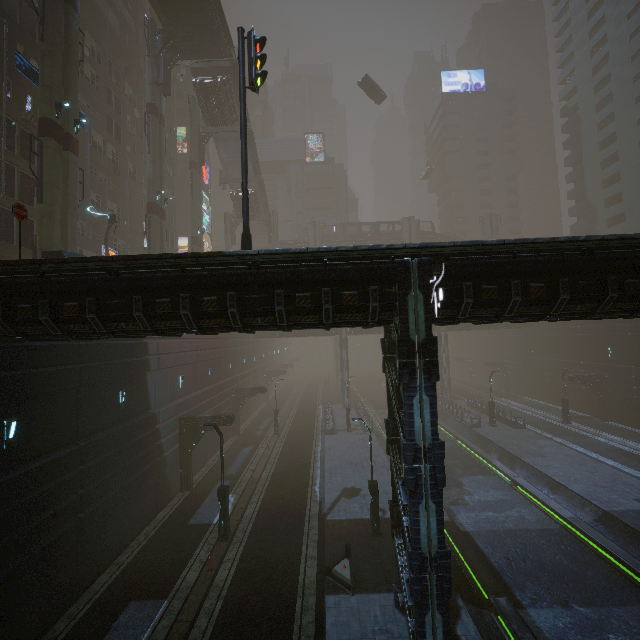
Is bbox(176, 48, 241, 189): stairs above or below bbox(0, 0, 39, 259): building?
above

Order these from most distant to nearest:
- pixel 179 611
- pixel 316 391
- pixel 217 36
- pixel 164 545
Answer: A: pixel 316 391, pixel 217 36, pixel 164 545, pixel 179 611

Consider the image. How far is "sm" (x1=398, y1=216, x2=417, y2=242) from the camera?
55.2 meters

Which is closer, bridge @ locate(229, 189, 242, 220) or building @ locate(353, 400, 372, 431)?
building @ locate(353, 400, 372, 431)

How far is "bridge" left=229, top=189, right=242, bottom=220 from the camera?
45.7 meters

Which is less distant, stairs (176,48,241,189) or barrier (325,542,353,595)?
barrier (325,542,353,595)

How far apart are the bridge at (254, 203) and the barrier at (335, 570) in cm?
4337

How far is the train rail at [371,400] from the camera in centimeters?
3306cm
